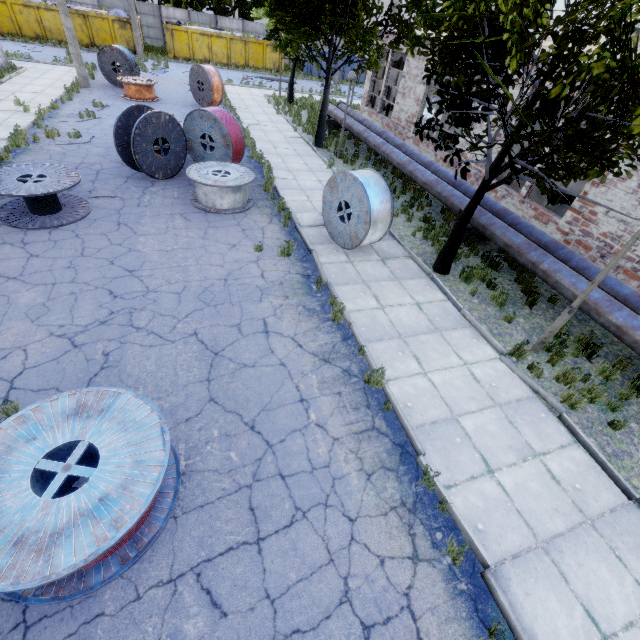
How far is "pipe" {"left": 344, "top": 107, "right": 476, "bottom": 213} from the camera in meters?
11.0

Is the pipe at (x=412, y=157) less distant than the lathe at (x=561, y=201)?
Yes

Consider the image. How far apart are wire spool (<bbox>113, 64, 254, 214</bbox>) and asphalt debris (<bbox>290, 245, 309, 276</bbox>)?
4.9 meters

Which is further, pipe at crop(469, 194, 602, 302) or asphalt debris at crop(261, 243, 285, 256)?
asphalt debris at crop(261, 243, 285, 256)

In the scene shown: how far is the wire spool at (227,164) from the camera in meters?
9.9 m

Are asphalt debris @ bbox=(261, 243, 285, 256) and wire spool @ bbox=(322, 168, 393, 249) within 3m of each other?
yes

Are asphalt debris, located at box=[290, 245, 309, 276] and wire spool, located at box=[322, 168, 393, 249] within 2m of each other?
yes

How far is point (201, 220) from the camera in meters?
9.6 m
